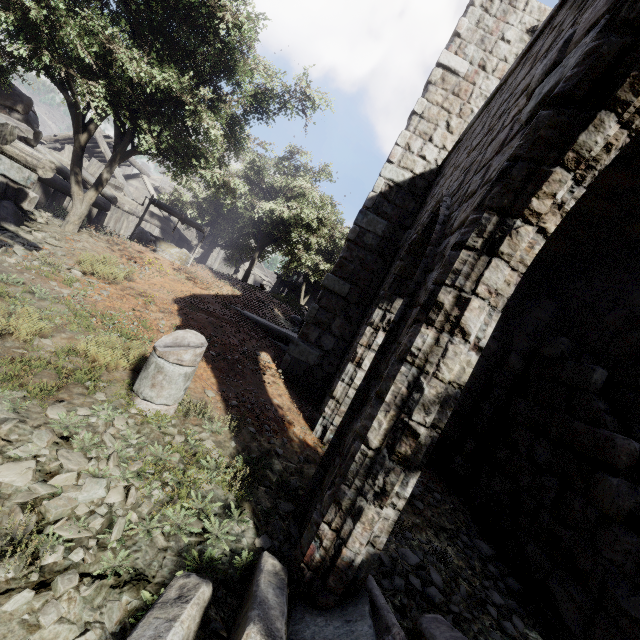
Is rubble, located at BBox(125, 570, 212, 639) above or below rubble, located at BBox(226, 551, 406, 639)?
below

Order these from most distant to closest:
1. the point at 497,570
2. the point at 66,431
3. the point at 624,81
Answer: the point at 497,570
the point at 66,431
the point at 624,81

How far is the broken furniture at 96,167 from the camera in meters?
16.6

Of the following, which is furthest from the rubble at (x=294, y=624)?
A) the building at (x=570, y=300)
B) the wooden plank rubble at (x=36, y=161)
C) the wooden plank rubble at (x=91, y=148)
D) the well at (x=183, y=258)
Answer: the wooden plank rubble at (x=91, y=148)

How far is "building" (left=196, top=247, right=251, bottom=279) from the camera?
30.8m

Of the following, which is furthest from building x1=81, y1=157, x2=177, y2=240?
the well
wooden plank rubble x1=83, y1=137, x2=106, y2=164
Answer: the well
